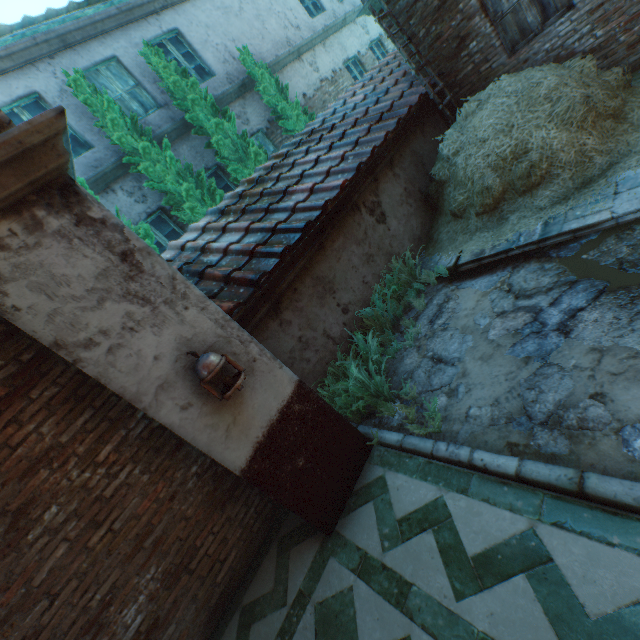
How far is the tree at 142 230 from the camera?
6.2m

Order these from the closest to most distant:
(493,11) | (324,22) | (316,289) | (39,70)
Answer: (316,289), (493,11), (39,70), (324,22)

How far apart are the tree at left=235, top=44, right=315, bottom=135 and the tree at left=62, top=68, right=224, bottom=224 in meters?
3.1 m

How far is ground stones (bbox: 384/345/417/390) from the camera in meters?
4.1

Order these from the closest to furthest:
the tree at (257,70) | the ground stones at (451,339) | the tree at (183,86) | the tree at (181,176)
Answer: the ground stones at (451,339) < the tree at (181,176) < the tree at (183,86) < the tree at (257,70)

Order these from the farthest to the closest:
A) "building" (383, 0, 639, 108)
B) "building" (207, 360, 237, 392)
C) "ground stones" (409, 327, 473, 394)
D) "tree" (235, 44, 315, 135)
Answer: "tree" (235, 44, 315, 135) → "building" (383, 0, 639, 108) → "ground stones" (409, 327, 473, 394) → "building" (207, 360, 237, 392)

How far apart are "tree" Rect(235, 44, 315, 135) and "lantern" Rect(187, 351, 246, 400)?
8.3 meters

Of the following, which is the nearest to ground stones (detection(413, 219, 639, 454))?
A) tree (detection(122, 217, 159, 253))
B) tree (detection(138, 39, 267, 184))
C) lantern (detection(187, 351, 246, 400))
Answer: lantern (detection(187, 351, 246, 400))
